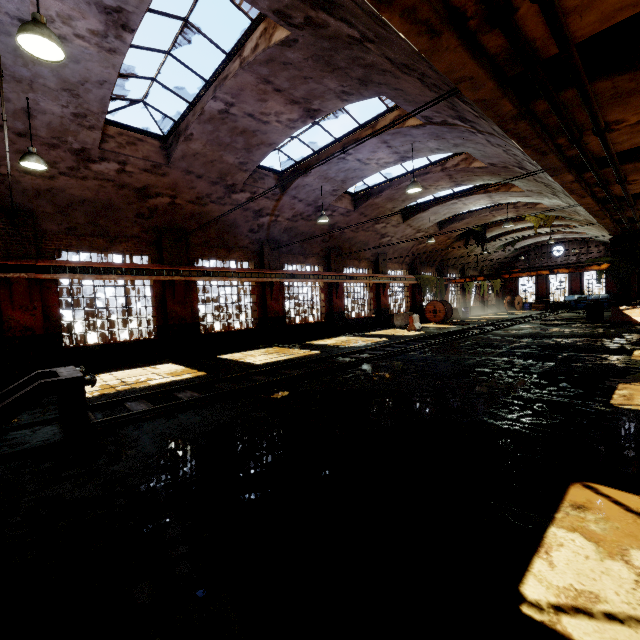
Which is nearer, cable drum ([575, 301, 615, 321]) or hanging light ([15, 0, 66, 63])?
hanging light ([15, 0, 66, 63])

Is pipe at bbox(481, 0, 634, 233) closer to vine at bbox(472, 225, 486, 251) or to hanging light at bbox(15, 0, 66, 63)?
hanging light at bbox(15, 0, 66, 63)

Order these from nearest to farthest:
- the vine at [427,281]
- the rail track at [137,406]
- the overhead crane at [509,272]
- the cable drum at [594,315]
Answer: the rail track at [137,406]
the cable drum at [594,315]
the overhead crane at [509,272]
the vine at [427,281]

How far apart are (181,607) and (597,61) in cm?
774

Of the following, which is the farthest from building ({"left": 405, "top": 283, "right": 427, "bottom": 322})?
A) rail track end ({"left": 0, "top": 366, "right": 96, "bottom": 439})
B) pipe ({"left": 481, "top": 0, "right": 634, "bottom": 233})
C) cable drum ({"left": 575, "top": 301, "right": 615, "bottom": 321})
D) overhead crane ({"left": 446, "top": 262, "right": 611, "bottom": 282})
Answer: rail track end ({"left": 0, "top": 366, "right": 96, "bottom": 439})

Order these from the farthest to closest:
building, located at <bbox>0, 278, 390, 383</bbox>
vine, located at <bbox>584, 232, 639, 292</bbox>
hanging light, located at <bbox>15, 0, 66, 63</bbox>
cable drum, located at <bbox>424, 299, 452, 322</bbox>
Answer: cable drum, located at <bbox>424, 299, 452, 322</bbox>, vine, located at <bbox>584, 232, 639, 292</bbox>, building, located at <bbox>0, 278, 390, 383</bbox>, hanging light, located at <bbox>15, 0, 66, 63</bbox>

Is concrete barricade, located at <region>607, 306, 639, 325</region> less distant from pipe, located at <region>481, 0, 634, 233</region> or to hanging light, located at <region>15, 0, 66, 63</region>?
pipe, located at <region>481, 0, 634, 233</region>

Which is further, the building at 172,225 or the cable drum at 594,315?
the cable drum at 594,315
